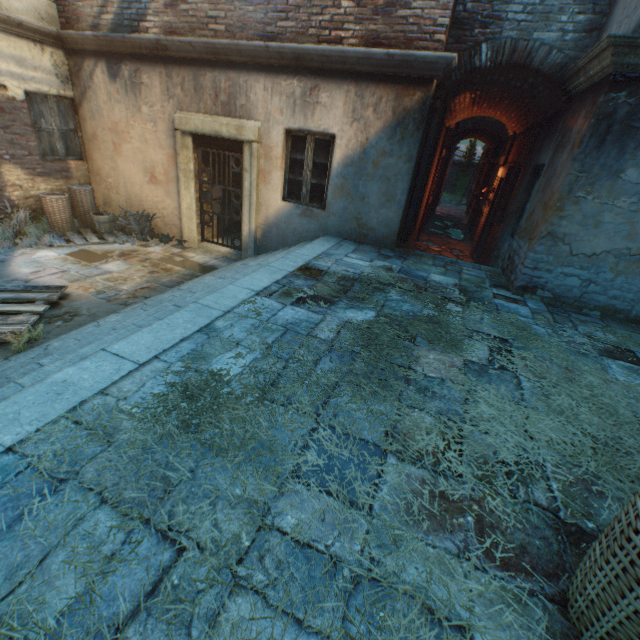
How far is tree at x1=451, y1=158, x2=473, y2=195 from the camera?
26.6m

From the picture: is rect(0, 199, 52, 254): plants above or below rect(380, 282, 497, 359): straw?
below

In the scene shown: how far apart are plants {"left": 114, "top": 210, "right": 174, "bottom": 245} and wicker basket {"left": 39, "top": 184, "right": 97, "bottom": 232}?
0.6 meters

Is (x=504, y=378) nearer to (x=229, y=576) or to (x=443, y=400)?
(x=443, y=400)

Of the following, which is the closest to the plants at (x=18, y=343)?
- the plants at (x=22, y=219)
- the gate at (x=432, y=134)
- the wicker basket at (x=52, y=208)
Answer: the plants at (x=22, y=219)

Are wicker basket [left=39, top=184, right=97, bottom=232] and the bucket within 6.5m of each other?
yes

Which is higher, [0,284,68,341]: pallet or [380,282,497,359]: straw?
[380,282,497,359]: straw

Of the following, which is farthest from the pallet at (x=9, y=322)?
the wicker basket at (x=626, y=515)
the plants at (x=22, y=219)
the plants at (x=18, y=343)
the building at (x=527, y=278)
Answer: the wicker basket at (x=626, y=515)
